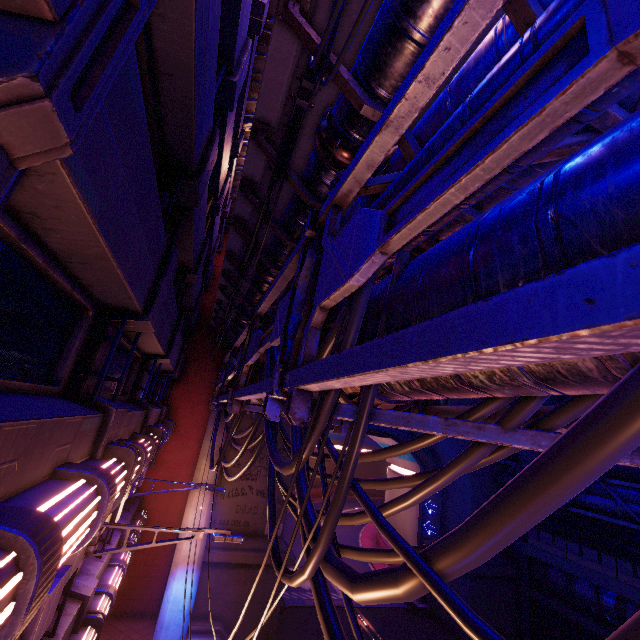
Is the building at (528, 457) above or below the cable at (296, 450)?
above

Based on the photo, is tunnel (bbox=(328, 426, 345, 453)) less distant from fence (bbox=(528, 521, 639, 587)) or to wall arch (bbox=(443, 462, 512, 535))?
wall arch (bbox=(443, 462, 512, 535))

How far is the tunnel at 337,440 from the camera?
54.94m

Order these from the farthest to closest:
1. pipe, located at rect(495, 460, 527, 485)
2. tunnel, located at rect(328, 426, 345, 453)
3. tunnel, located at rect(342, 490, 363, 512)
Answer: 1. tunnel, located at rect(328, 426, 345, 453)
2. tunnel, located at rect(342, 490, 363, 512)
3. pipe, located at rect(495, 460, 527, 485)

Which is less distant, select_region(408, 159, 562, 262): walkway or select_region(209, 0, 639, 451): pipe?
select_region(209, 0, 639, 451): pipe

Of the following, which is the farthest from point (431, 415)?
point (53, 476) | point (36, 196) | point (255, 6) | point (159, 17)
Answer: point (255, 6)

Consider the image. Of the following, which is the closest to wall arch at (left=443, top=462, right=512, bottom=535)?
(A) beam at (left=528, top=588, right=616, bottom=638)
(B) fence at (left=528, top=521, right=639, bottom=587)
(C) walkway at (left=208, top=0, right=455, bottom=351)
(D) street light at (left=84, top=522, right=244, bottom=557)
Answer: (C) walkway at (left=208, top=0, right=455, bottom=351)

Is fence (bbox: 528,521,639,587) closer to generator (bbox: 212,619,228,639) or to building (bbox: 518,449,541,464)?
building (bbox: 518,449,541,464)
